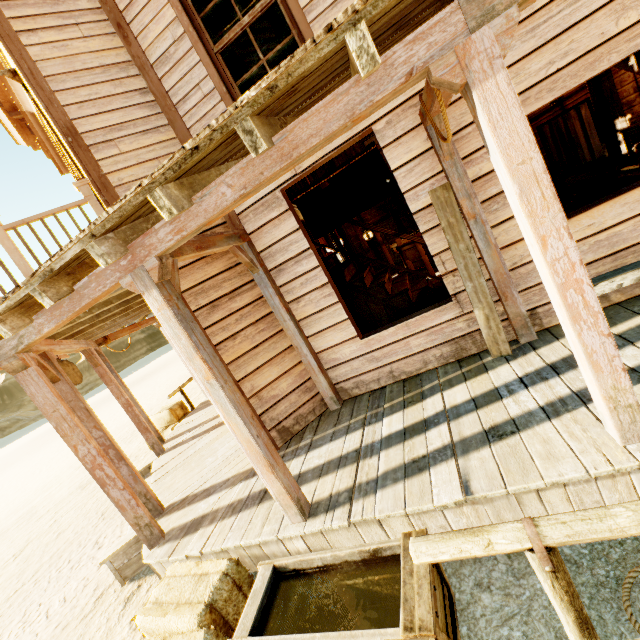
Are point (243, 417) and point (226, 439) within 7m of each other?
yes

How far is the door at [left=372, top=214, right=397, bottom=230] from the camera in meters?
13.8 m

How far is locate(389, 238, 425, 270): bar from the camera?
10.2 meters

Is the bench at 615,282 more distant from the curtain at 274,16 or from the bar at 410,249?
the bar at 410,249

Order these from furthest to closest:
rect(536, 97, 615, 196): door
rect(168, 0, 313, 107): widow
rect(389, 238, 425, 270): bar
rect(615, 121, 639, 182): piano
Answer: rect(389, 238, 425, 270): bar < rect(536, 97, 615, 196): door < rect(615, 121, 639, 182): piano < rect(168, 0, 313, 107): widow

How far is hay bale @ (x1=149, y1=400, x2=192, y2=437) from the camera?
8.5m

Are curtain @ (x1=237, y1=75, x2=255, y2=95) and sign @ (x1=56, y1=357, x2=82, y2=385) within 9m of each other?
yes

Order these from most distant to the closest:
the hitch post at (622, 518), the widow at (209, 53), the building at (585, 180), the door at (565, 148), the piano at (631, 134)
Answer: the building at (585, 180) → the door at (565, 148) → the piano at (631, 134) → the widow at (209, 53) → the hitch post at (622, 518)
